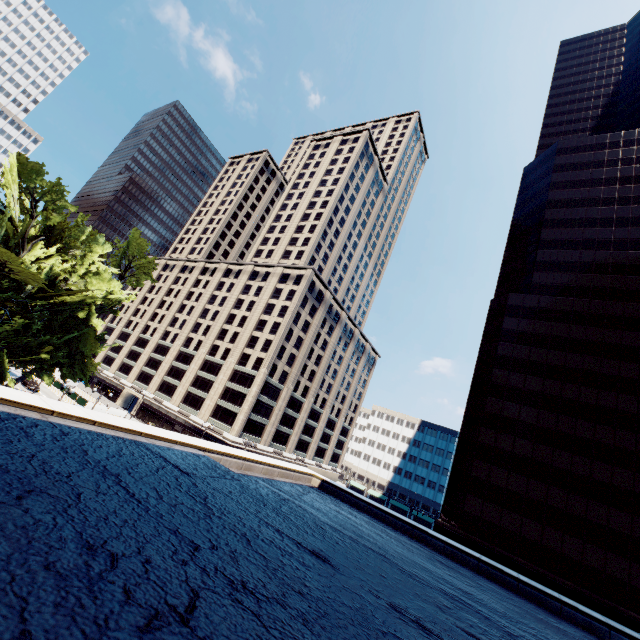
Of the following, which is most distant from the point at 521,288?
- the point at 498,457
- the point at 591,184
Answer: the point at 498,457
